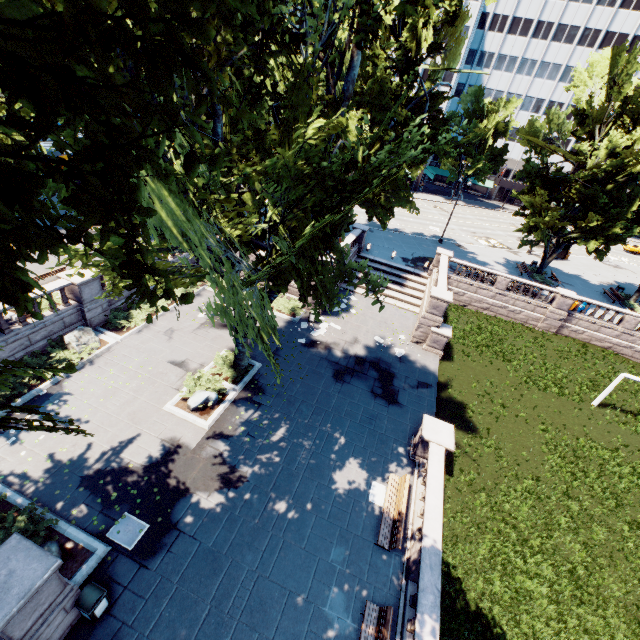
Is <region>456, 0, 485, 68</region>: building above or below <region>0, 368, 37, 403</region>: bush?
above

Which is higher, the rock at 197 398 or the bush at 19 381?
the rock at 197 398

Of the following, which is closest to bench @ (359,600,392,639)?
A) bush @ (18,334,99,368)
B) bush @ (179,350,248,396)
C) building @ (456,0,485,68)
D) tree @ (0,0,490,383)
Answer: tree @ (0,0,490,383)

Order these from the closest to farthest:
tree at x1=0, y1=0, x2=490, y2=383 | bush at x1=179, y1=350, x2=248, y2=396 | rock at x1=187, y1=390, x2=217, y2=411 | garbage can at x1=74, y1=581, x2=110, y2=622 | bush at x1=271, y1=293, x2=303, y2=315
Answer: tree at x1=0, y1=0, x2=490, y2=383 < garbage can at x1=74, y1=581, x2=110, y2=622 < rock at x1=187, y1=390, x2=217, y2=411 < bush at x1=179, y1=350, x2=248, y2=396 < bush at x1=271, y1=293, x2=303, y2=315

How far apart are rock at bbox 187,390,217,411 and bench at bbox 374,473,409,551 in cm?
859

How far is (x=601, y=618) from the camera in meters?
11.8 m

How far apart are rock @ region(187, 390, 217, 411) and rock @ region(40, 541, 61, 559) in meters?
6.1 m

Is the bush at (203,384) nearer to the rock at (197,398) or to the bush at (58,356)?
the rock at (197,398)
